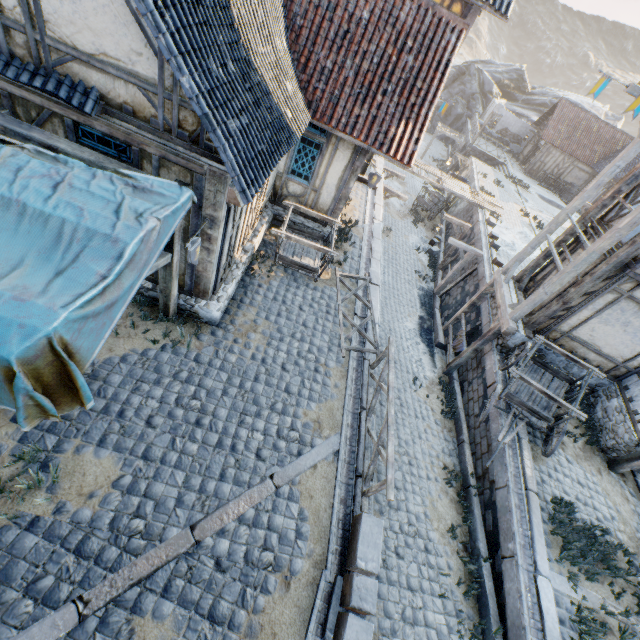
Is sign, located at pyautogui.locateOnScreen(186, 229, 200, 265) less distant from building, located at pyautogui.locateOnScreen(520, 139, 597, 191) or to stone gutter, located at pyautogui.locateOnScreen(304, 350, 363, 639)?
stone gutter, located at pyautogui.locateOnScreen(304, 350, 363, 639)

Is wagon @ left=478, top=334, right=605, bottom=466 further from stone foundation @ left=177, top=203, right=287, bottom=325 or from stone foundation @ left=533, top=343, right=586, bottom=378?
stone foundation @ left=177, top=203, right=287, bottom=325

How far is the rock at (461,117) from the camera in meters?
41.2 m

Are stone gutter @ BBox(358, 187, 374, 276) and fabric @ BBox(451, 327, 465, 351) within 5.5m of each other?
yes

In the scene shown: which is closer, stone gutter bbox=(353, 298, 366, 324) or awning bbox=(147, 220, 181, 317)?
awning bbox=(147, 220, 181, 317)

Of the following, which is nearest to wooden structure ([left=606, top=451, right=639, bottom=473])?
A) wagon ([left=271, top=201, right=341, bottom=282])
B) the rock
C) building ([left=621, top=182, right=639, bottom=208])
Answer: building ([left=621, top=182, right=639, bottom=208])

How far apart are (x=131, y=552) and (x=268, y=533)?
1.9m

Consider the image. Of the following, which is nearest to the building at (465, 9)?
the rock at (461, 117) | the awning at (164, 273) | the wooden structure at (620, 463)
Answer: the awning at (164, 273)
